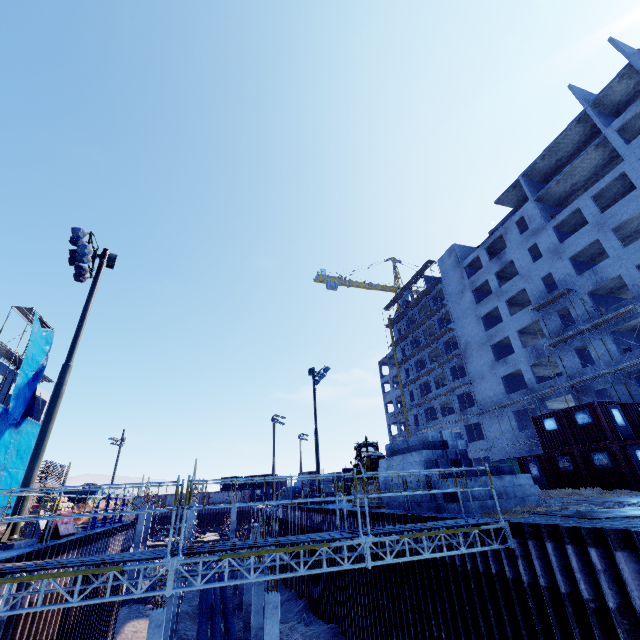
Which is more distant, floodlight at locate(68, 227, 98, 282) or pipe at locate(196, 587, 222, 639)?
pipe at locate(196, 587, 222, 639)

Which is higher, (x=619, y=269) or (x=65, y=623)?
(x=619, y=269)

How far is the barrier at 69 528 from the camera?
10.70m

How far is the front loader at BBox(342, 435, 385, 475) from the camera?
22.1 meters

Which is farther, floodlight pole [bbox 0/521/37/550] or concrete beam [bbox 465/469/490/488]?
concrete beam [bbox 465/469/490/488]

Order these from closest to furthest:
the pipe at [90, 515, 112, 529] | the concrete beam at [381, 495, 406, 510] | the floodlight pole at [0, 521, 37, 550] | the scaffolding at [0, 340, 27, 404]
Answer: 1. the floodlight pole at [0, 521, 37, 550]
2. the concrete beam at [381, 495, 406, 510]
3. the pipe at [90, 515, 112, 529]
4. the scaffolding at [0, 340, 27, 404]

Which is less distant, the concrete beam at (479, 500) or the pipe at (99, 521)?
the concrete beam at (479, 500)

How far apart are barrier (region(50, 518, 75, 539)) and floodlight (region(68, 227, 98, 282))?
9.4 meters
